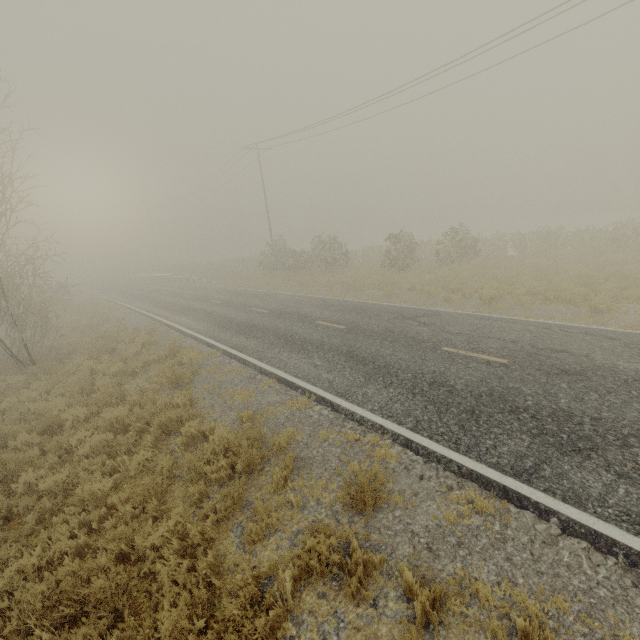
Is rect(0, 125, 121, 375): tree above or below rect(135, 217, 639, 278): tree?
above

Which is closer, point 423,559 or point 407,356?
point 423,559

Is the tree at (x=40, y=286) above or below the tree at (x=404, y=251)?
above

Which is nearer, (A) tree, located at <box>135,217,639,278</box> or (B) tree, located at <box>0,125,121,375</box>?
(B) tree, located at <box>0,125,121,375</box>

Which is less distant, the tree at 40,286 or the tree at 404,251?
the tree at 40,286
